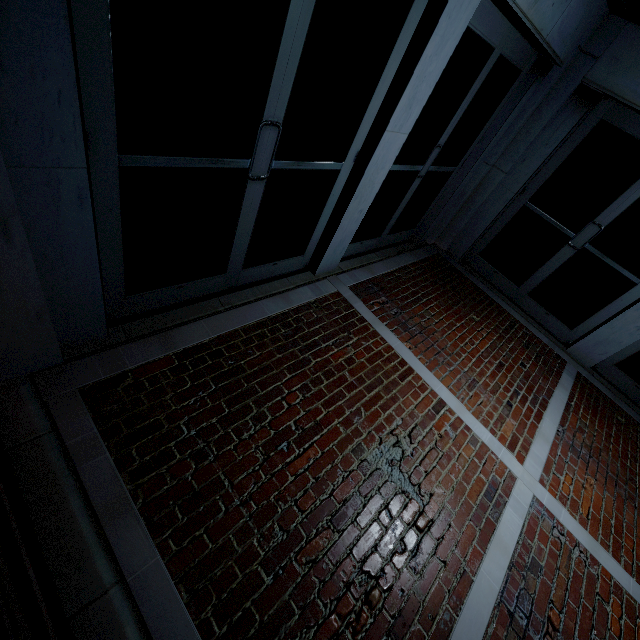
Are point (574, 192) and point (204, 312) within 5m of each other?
no
